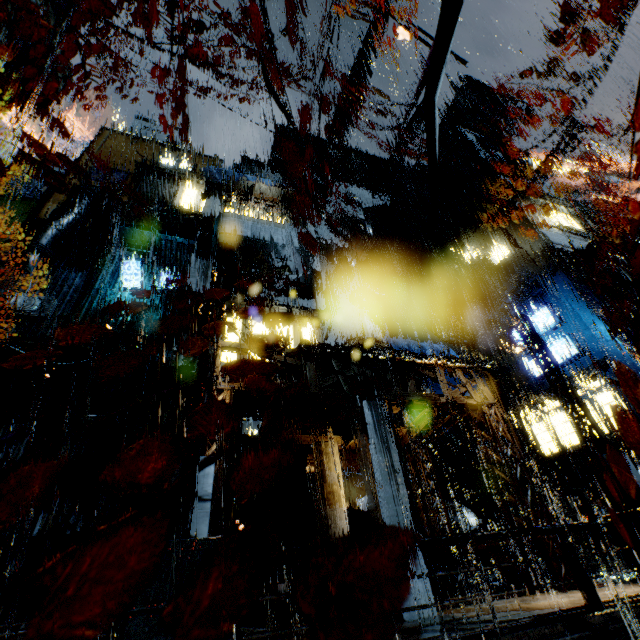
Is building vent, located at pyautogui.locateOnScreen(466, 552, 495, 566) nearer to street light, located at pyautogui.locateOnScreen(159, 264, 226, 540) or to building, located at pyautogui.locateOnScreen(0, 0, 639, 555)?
building, located at pyautogui.locateOnScreen(0, 0, 639, 555)

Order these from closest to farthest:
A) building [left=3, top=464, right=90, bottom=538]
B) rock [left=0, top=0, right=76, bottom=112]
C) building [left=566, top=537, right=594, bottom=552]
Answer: building [left=3, top=464, right=90, bottom=538] → building [left=566, top=537, right=594, bottom=552] → rock [left=0, top=0, right=76, bottom=112]

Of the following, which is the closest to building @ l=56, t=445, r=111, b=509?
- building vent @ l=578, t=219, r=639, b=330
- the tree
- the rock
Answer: building vent @ l=578, t=219, r=639, b=330

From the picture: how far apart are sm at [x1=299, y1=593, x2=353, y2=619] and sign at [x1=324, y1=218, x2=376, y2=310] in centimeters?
1595cm

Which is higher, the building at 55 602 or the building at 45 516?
the building at 45 516

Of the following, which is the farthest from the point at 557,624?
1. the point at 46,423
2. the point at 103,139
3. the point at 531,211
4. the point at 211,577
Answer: the point at 103,139

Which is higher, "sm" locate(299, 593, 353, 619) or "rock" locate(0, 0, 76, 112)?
"rock" locate(0, 0, 76, 112)
